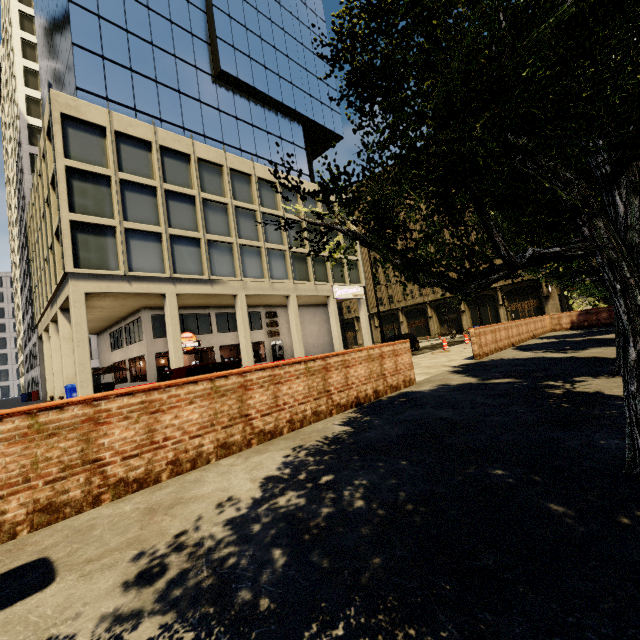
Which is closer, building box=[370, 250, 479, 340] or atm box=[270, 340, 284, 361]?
atm box=[270, 340, 284, 361]

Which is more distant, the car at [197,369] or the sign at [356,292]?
the sign at [356,292]

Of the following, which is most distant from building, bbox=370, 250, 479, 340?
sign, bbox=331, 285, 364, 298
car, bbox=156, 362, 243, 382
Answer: car, bbox=156, 362, 243, 382

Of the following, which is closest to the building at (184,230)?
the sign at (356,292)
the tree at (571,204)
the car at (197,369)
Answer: the sign at (356,292)

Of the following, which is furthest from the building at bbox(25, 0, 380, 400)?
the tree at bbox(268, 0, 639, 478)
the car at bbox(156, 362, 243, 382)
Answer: the car at bbox(156, 362, 243, 382)

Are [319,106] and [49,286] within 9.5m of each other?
no

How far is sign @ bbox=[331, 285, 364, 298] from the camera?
30.61m

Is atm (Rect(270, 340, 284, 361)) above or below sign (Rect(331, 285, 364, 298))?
below
